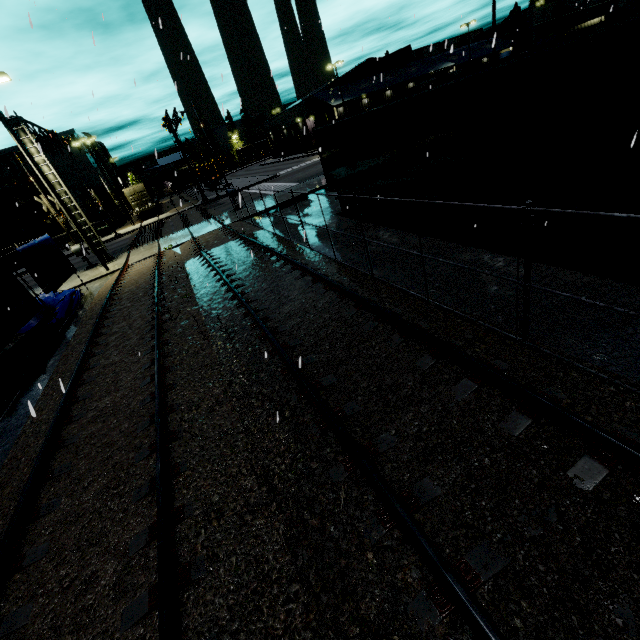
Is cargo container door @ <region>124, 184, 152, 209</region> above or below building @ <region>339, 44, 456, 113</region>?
below

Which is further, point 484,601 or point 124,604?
point 124,604

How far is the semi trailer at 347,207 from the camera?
Result: 14.5m

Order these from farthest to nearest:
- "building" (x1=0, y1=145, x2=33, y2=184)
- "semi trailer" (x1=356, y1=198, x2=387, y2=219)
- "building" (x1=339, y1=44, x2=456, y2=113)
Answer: "building" (x1=339, y1=44, x2=456, y2=113) → "building" (x1=0, y1=145, x2=33, y2=184) → "semi trailer" (x1=356, y1=198, x2=387, y2=219)

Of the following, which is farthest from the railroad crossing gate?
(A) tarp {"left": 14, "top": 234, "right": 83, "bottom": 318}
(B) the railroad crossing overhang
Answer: (A) tarp {"left": 14, "top": 234, "right": 83, "bottom": 318}

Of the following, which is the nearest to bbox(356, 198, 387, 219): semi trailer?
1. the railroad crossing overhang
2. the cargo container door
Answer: the cargo container door

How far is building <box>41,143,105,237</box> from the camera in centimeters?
4781cm

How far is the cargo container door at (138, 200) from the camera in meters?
40.4 m
